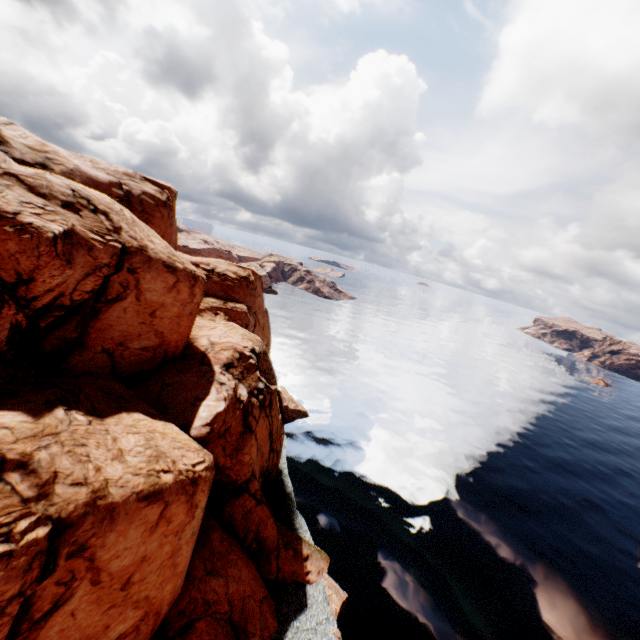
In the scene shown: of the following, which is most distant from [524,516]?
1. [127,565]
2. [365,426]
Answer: [127,565]
